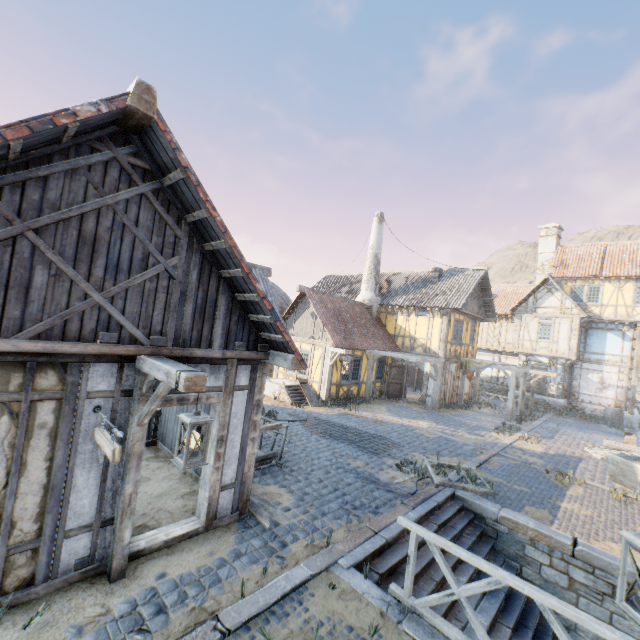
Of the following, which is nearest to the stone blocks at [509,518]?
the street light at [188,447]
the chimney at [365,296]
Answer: the street light at [188,447]

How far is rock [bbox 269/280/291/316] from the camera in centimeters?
2400cm

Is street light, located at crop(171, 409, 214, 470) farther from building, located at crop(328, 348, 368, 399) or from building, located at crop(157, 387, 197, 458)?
building, located at crop(328, 348, 368, 399)

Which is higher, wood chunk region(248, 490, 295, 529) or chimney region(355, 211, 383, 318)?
chimney region(355, 211, 383, 318)

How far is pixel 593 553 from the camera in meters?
6.3 m

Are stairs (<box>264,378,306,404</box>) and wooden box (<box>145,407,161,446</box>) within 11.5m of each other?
yes

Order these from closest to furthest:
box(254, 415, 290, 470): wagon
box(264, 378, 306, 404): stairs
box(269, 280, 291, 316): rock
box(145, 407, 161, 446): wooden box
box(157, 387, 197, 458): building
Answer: box(157, 387, 197, 458): building
box(254, 415, 290, 470): wagon
box(145, 407, 161, 446): wooden box
box(264, 378, 306, 404): stairs
box(269, 280, 291, 316): rock

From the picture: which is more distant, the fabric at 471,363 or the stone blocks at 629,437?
the fabric at 471,363
